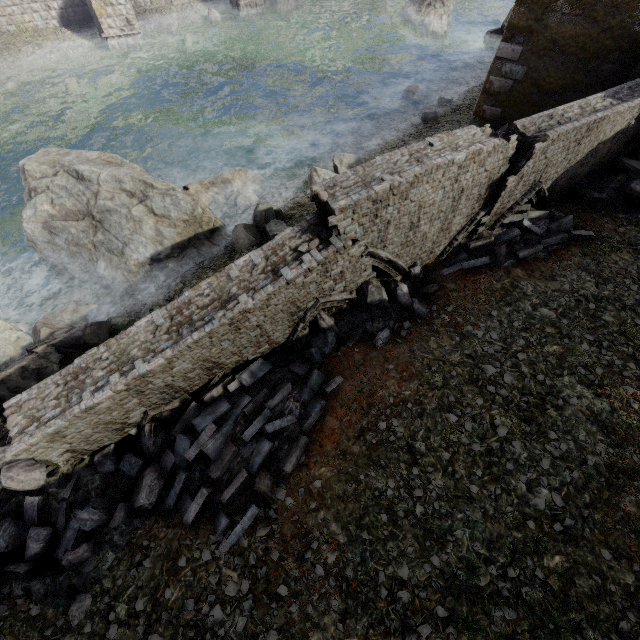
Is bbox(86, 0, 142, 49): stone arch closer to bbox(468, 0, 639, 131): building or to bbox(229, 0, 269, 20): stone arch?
bbox(468, 0, 639, 131): building

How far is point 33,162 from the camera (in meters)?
11.09

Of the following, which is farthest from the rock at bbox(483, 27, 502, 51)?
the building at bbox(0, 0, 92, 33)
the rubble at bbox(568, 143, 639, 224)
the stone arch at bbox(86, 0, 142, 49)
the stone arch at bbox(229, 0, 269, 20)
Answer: the stone arch at bbox(86, 0, 142, 49)

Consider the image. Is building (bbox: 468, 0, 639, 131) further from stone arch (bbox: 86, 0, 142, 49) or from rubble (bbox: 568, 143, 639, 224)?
rubble (bbox: 568, 143, 639, 224)

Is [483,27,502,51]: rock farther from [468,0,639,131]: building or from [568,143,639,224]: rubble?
[568,143,639,224]: rubble

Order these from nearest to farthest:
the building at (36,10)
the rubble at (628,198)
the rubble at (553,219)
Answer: the rubble at (553,219) → the rubble at (628,198) → the building at (36,10)

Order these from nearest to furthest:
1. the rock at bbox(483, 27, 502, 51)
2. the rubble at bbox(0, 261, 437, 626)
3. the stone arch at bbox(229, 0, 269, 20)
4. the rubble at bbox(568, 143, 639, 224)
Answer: the rubble at bbox(0, 261, 437, 626), the rubble at bbox(568, 143, 639, 224), the rock at bbox(483, 27, 502, 51), the stone arch at bbox(229, 0, 269, 20)

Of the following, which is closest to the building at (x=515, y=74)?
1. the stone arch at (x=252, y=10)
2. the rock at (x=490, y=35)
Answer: the stone arch at (x=252, y=10)
